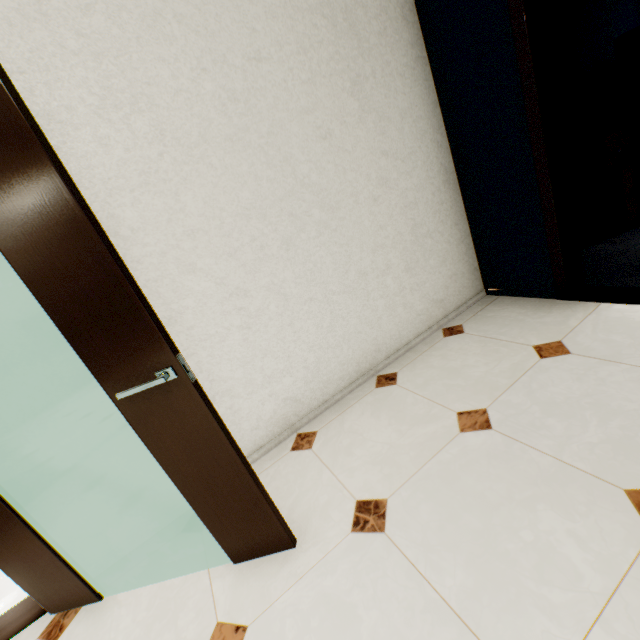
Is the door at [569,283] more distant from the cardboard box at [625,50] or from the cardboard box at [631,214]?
the cardboard box at [625,50]

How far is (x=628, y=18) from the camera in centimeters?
351cm

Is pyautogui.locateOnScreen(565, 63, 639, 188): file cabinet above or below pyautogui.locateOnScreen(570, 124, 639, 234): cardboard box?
above

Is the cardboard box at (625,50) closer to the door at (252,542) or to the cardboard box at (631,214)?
the cardboard box at (631,214)

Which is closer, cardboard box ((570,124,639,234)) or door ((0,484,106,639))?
door ((0,484,106,639))

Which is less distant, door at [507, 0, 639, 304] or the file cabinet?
door at [507, 0, 639, 304]

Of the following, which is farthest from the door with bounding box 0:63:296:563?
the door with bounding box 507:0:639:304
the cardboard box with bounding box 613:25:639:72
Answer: the cardboard box with bounding box 613:25:639:72

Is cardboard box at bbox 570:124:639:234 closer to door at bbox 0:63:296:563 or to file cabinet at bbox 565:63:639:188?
file cabinet at bbox 565:63:639:188
